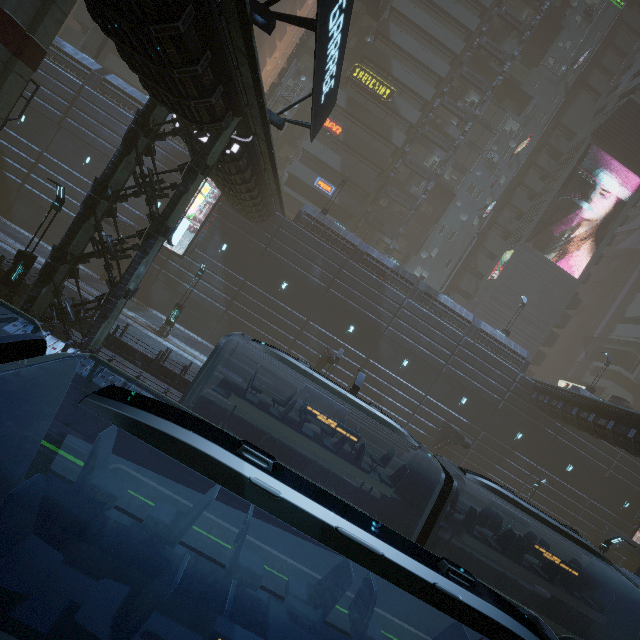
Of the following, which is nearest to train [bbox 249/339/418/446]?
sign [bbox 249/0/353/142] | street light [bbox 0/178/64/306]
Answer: sign [bbox 249/0/353/142]

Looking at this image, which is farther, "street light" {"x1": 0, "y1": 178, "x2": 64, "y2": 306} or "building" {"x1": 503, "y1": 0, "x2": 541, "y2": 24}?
"building" {"x1": 503, "y1": 0, "x2": 541, "y2": 24}

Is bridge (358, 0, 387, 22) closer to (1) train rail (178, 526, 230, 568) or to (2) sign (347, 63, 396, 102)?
(2) sign (347, 63, 396, 102)

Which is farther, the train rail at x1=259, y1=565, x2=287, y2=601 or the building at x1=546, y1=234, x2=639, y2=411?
the building at x1=546, y1=234, x2=639, y2=411

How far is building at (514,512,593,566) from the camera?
28.70m

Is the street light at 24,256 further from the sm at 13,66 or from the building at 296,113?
the sm at 13,66

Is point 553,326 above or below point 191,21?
above

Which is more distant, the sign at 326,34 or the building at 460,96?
the building at 460,96
